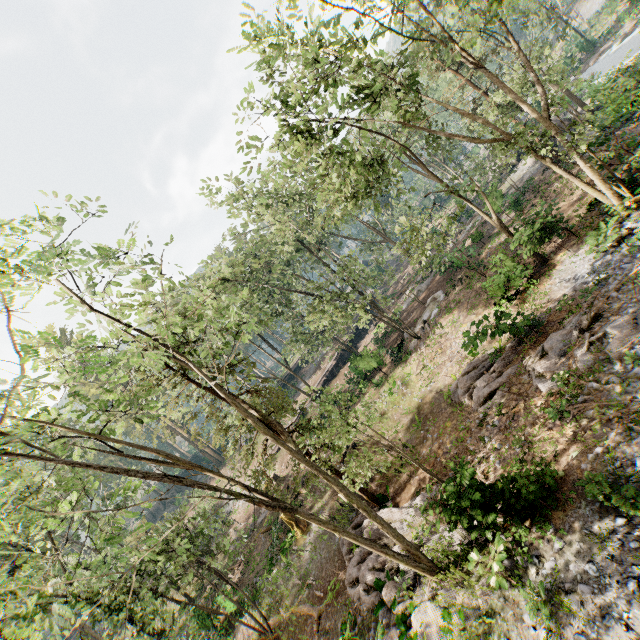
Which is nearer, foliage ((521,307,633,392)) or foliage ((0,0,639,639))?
foliage ((0,0,639,639))

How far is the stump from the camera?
21.0m

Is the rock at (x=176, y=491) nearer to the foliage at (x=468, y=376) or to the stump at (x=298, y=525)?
the foliage at (x=468, y=376)

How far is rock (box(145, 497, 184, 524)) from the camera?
52.4m

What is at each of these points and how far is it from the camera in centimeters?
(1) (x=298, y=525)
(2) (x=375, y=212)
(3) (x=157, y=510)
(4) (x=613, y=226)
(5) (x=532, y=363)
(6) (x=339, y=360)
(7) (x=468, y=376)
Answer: (1) stump, 2159cm
(2) foliage, 1786cm
(3) rock, 5409cm
(4) foliage, 1521cm
(5) foliage, 1386cm
(6) ground embankment, 4066cm
(7) foliage, 1675cm

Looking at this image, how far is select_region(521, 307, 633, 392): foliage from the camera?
11.07m

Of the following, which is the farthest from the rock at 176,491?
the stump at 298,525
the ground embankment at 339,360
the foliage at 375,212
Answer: the stump at 298,525
